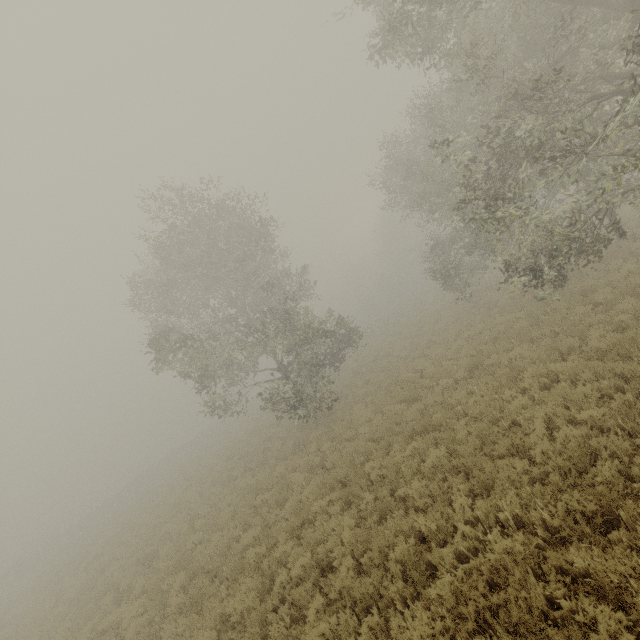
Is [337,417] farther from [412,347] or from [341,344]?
[412,347]
